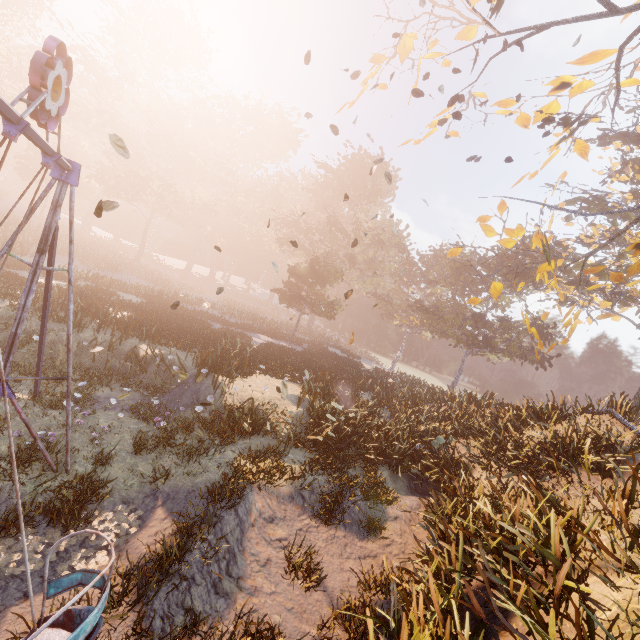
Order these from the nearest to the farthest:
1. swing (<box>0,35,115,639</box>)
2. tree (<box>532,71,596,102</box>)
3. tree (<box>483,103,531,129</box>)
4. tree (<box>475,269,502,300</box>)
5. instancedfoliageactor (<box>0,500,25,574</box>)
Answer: swing (<box>0,35,115,639</box>), instancedfoliageactor (<box>0,500,25,574</box>), tree (<box>532,71,596,102</box>), tree (<box>483,103,531,129</box>), tree (<box>475,269,502,300</box>)

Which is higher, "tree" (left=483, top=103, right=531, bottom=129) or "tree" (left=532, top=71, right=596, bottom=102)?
"tree" (left=532, top=71, right=596, bottom=102)

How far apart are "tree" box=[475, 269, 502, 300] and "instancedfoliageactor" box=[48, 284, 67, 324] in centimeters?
1923cm

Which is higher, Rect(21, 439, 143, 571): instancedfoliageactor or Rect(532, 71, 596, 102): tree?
Rect(532, 71, 596, 102): tree

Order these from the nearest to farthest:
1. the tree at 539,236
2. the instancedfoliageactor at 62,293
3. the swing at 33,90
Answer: the swing at 33,90
the tree at 539,236
the instancedfoliageactor at 62,293

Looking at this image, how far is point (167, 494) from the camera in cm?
723

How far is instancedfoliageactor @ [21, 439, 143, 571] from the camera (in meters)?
5.51

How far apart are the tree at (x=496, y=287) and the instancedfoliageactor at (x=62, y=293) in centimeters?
1923cm
